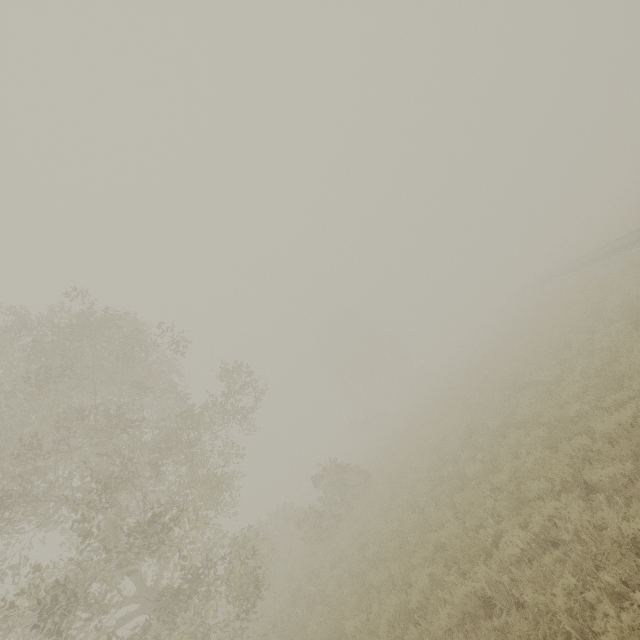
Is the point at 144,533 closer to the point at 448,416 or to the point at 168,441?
the point at 168,441
